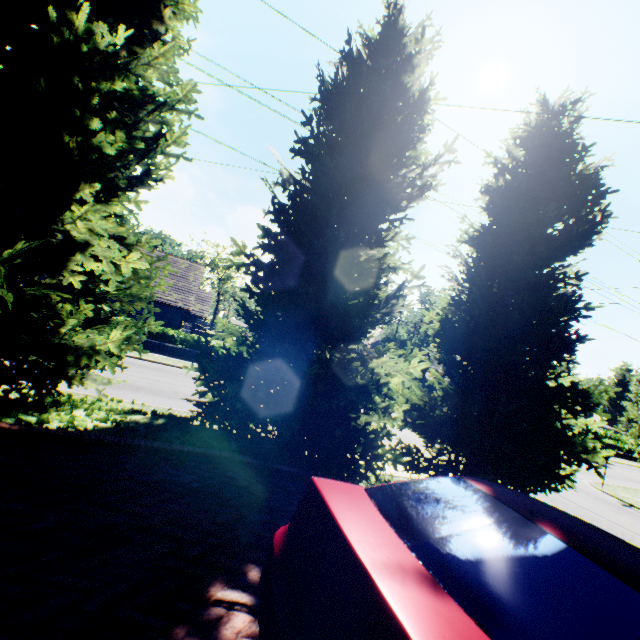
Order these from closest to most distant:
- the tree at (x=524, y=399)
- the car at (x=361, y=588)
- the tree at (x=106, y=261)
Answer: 1. the car at (x=361, y=588)
2. the tree at (x=106, y=261)
3. the tree at (x=524, y=399)

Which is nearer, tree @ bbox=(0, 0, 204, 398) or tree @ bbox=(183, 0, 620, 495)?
tree @ bbox=(0, 0, 204, 398)

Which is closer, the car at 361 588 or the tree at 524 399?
the car at 361 588

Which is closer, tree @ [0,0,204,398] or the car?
the car

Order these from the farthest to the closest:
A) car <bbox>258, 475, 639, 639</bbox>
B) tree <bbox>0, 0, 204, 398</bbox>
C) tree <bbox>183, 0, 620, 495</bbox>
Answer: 1. tree <bbox>183, 0, 620, 495</bbox>
2. tree <bbox>0, 0, 204, 398</bbox>
3. car <bbox>258, 475, 639, 639</bbox>

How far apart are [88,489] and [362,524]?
2.90m
